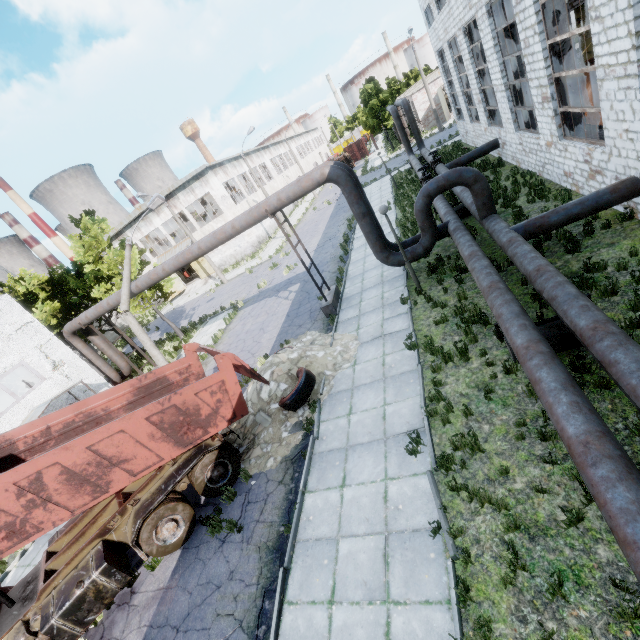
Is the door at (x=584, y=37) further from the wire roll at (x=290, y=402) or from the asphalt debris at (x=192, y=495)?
the asphalt debris at (x=192, y=495)

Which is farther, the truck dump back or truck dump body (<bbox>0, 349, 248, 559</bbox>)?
the truck dump back

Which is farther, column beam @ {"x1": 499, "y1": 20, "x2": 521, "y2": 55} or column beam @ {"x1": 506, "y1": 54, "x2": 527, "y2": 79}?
column beam @ {"x1": 506, "y1": 54, "x2": 527, "y2": 79}

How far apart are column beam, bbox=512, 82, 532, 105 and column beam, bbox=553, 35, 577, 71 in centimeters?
404cm

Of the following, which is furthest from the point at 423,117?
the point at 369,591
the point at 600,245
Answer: the point at 369,591

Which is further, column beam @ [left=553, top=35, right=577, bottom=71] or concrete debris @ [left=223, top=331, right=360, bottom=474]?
column beam @ [left=553, top=35, right=577, bottom=71]

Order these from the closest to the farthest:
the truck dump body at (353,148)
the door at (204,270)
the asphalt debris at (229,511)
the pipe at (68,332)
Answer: the asphalt debris at (229,511)
the pipe at (68,332)
the door at (204,270)
the truck dump body at (353,148)

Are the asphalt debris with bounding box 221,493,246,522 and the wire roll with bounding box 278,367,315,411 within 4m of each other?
yes
